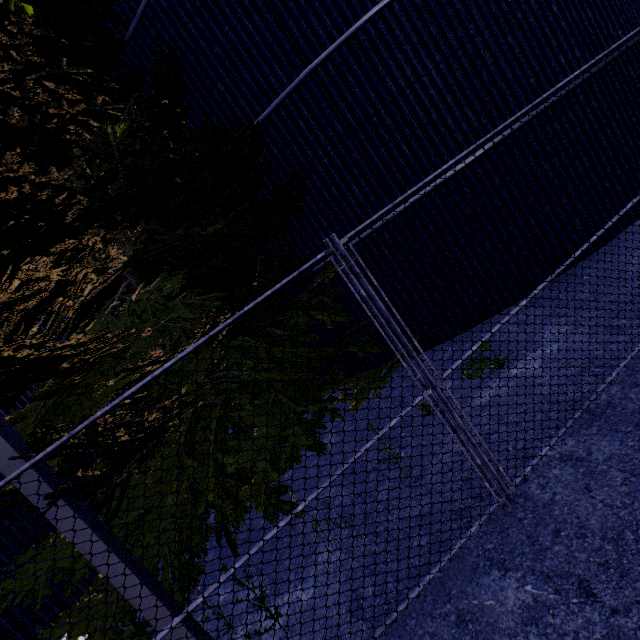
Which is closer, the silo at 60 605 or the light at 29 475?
the light at 29 475

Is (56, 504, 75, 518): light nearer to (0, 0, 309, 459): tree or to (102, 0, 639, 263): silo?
(0, 0, 309, 459): tree

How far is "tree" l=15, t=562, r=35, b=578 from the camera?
3.4 meters

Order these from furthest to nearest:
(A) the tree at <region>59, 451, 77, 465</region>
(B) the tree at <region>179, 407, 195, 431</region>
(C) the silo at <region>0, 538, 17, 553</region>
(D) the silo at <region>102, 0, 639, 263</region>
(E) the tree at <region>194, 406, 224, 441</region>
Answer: (C) the silo at <region>0, 538, 17, 553</region>, (D) the silo at <region>102, 0, 639, 263</region>, (E) the tree at <region>194, 406, 224, 441</region>, (B) the tree at <region>179, 407, 195, 431</region>, (A) the tree at <region>59, 451, 77, 465</region>

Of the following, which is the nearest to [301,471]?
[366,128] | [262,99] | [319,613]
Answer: [319,613]

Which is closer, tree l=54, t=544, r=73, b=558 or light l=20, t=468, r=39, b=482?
light l=20, t=468, r=39, b=482

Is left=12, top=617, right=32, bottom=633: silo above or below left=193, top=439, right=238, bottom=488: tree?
below

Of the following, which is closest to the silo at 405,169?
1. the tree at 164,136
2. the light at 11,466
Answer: the tree at 164,136
